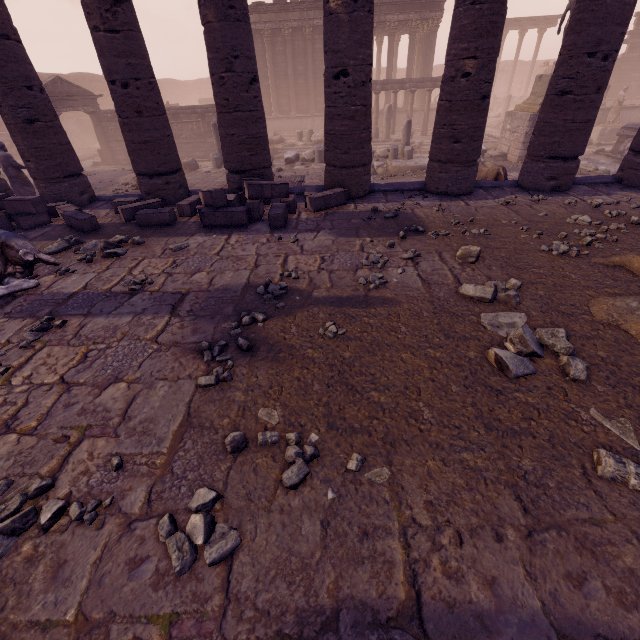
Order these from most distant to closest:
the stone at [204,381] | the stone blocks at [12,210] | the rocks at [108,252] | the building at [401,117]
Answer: the building at [401,117] < the stone blocks at [12,210] < the rocks at [108,252] < the stone at [204,381]

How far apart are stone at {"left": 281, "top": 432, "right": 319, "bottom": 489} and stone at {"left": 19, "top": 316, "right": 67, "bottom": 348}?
3.1m

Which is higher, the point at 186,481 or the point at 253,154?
the point at 253,154

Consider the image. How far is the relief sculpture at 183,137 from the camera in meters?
18.1 m

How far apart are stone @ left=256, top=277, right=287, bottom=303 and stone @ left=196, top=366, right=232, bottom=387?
0.7m

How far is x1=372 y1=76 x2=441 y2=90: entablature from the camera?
19.2 meters

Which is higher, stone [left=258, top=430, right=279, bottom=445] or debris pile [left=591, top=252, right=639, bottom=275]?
debris pile [left=591, top=252, right=639, bottom=275]

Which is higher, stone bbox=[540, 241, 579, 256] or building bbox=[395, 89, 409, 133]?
building bbox=[395, 89, 409, 133]
